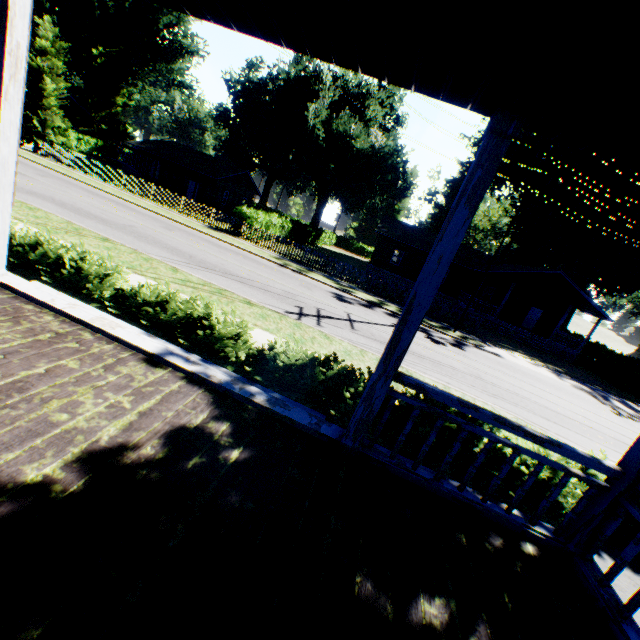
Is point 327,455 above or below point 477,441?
above

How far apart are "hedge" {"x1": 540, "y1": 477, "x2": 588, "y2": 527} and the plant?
57.5 meters

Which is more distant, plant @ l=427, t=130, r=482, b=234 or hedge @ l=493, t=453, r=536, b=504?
plant @ l=427, t=130, r=482, b=234

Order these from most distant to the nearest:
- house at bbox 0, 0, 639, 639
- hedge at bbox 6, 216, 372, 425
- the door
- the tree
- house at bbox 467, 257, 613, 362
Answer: the door
house at bbox 467, 257, 613, 362
the tree
hedge at bbox 6, 216, 372, 425
house at bbox 0, 0, 639, 639

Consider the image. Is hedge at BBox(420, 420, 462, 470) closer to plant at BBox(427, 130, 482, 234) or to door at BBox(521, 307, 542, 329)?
door at BBox(521, 307, 542, 329)

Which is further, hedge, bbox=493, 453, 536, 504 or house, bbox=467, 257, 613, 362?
house, bbox=467, 257, 613, 362

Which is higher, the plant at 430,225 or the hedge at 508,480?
the plant at 430,225

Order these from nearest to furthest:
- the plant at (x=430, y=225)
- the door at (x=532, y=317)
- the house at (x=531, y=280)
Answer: the house at (x=531, y=280), the door at (x=532, y=317), the plant at (x=430, y=225)
